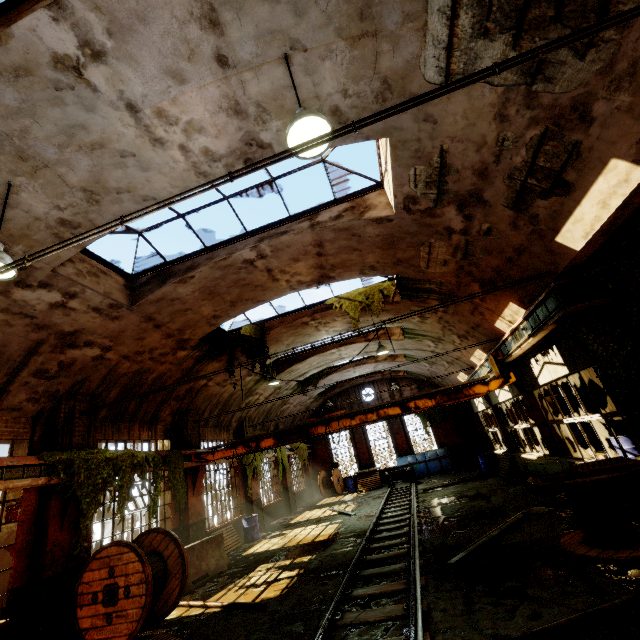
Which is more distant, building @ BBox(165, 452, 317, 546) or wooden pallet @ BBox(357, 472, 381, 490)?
wooden pallet @ BBox(357, 472, 381, 490)

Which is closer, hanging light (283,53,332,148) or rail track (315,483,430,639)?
hanging light (283,53,332,148)

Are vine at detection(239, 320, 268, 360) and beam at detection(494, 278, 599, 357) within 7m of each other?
no

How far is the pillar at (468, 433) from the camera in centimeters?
2331cm

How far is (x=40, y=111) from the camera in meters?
4.5 m

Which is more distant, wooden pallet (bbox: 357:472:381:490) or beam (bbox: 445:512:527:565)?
wooden pallet (bbox: 357:472:381:490)

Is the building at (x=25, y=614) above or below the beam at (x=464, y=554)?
above

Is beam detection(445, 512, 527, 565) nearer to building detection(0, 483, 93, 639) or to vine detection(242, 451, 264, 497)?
building detection(0, 483, 93, 639)
